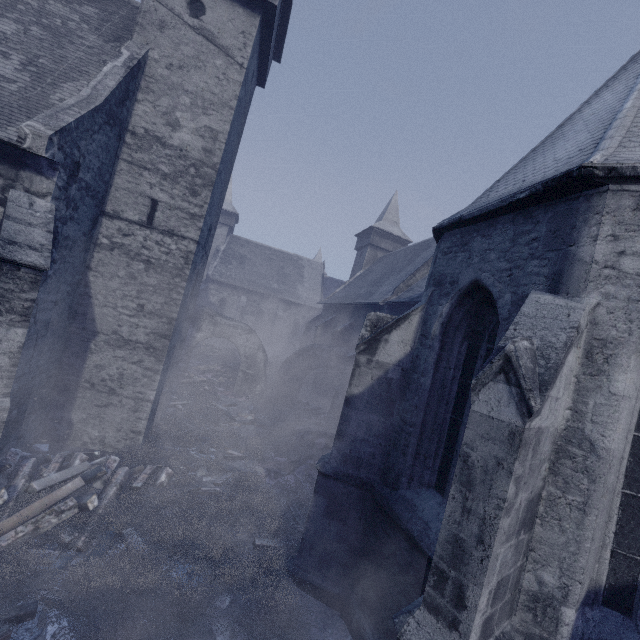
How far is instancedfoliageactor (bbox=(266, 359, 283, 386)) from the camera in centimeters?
2340cm

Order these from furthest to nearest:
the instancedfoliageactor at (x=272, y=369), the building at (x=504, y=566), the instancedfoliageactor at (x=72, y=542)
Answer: the instancedfoliageactor at (x=272, y=369), the instancedfoliageactor at (x=72, y=542), the building at (x=504, y=566)

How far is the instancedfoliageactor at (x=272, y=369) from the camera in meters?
23.4 m

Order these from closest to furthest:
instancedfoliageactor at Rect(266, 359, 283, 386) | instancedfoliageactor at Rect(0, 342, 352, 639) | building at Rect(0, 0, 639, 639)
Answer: building at Rect(0, 0, 639, 639) < instancedfoliageactor at Rect(0, 342, 352, 639) < instancedfoliageactor at Rect(266, 359, 283, 386)

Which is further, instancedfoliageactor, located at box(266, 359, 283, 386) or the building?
instancedfoliageactor, located at box(266, 359, 283, 386)

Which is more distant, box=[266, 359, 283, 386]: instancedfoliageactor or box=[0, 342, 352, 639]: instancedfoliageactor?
box=[266, 359, 283, 386]: instancedfoliageactor

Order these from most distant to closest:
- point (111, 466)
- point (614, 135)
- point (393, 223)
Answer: point (393, 223)
point (111, 466)
point (614, 135)
